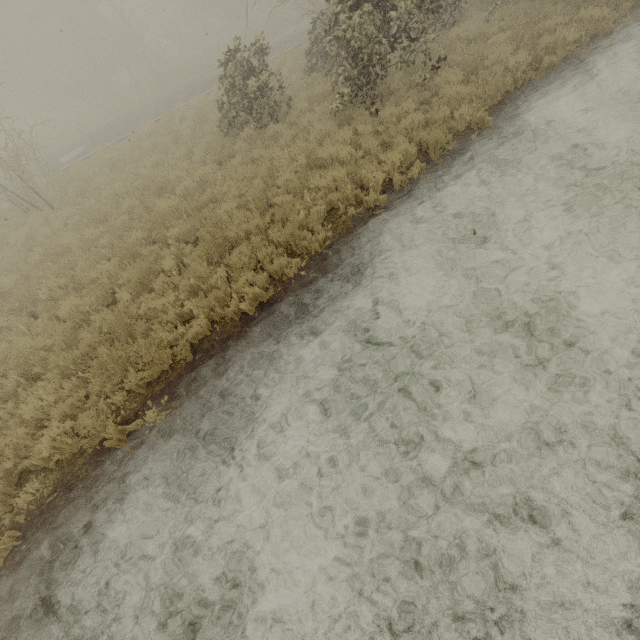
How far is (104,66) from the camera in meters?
27.6 m
